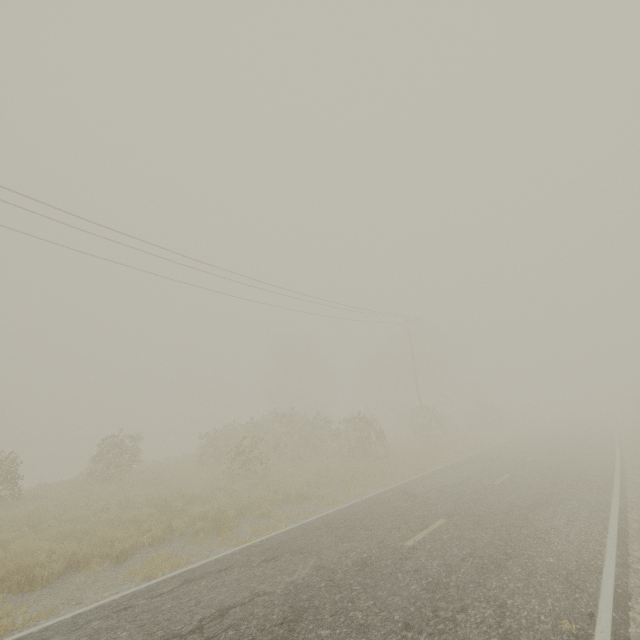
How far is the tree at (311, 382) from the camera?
20.3 meters

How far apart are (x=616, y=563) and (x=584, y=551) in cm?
56

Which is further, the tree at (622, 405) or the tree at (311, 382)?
the tree at (622, 405)

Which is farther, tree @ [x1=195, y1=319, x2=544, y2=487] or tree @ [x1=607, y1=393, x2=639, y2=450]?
tree @ [x1=607, y1=393, x2=639, y2=450]

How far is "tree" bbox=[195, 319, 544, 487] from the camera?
20.3 meters
